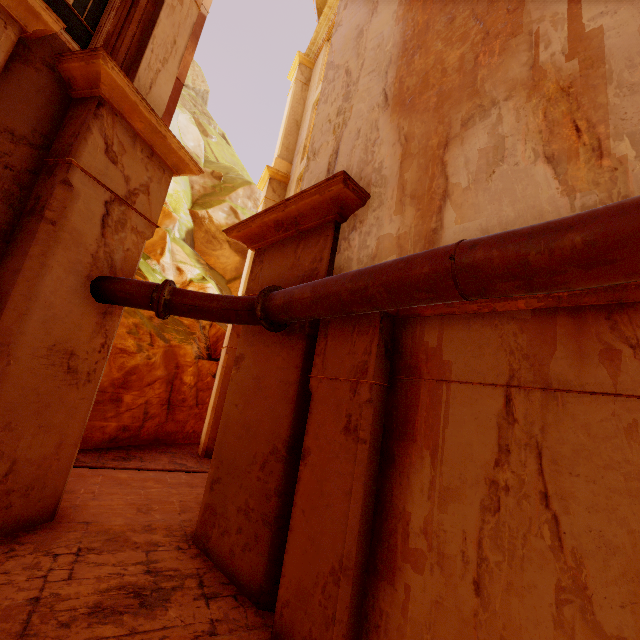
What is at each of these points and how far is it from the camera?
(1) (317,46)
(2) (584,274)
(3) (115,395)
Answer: (1) trim, 16.0 meters
(2) pipe, 2.0 meters
(3) rock, 10.9 meters

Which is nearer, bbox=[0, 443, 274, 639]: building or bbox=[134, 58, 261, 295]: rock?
bbox=[0, 443, 274, 639]: building

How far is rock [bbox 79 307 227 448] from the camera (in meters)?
10.76

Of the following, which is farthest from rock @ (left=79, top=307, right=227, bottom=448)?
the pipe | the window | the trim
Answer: A: the trim

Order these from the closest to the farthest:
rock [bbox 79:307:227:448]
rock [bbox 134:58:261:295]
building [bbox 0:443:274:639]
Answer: building [bbox 0:443:274:639], rock [bbox 79:307:227:448], rock [bbox 134:58:261:295]

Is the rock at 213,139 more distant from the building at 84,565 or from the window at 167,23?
the window at 167,23

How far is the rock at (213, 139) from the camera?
15.4 meters
